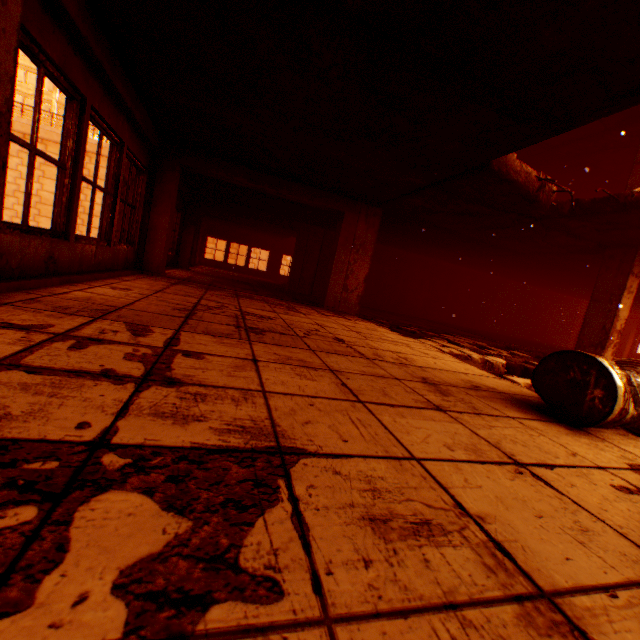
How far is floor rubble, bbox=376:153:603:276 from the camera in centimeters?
476cm

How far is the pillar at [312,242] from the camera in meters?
12.5 m

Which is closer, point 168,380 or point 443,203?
point 168,380

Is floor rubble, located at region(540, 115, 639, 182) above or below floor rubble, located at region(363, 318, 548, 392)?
above

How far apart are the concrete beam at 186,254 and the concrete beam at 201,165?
4.54m

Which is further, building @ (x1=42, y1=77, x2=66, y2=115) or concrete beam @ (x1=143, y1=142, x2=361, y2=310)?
building @ (x1=42, y1=77, x2=66, y2=115)

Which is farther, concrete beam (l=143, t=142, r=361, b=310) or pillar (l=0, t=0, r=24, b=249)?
concrete beam (l=143, t=142, r=361, b=310)

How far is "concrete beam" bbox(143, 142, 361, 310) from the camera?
→ 6.5 meters
